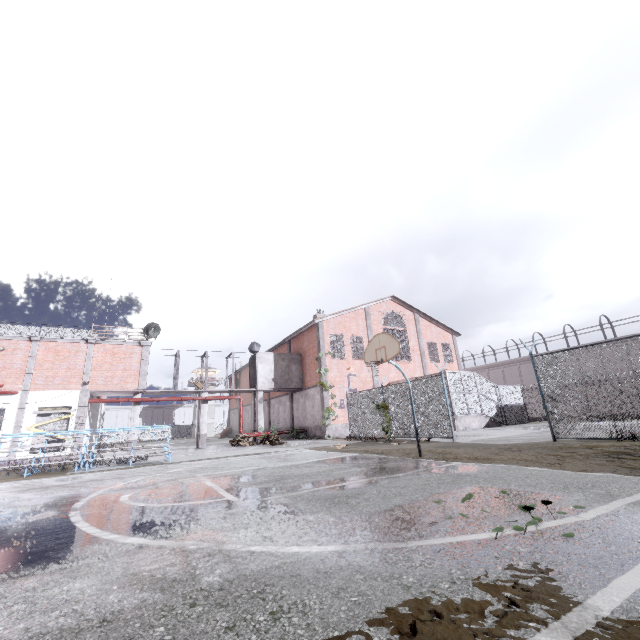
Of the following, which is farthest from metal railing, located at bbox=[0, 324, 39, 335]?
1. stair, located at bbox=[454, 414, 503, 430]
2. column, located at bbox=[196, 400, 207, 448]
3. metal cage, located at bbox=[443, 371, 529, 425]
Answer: stair, located at bbox=[454, 414, 503, 430]

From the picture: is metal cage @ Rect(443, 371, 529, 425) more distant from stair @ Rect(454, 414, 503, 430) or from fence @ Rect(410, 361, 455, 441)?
fence @ Rect(410, 361, 455, 441)

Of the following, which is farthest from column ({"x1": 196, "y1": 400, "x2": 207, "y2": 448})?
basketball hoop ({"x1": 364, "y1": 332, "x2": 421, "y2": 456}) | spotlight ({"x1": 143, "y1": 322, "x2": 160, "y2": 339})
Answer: basketball hoop ({"x1": 364, "y1": 332, "x2": 421, "y2": 456})

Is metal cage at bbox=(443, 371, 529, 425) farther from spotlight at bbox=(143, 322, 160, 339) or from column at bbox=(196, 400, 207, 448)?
spotlight at bbox=(143, 322, 160, 339)

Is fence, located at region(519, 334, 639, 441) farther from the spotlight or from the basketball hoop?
the spotlight

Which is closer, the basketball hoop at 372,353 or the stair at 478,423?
the basketball hoop at 372,353

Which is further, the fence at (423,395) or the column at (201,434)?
the column at (201,434)

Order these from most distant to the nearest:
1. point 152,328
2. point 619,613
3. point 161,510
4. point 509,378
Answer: point 509,378, point 152,328, point 161,510, point 619,613
